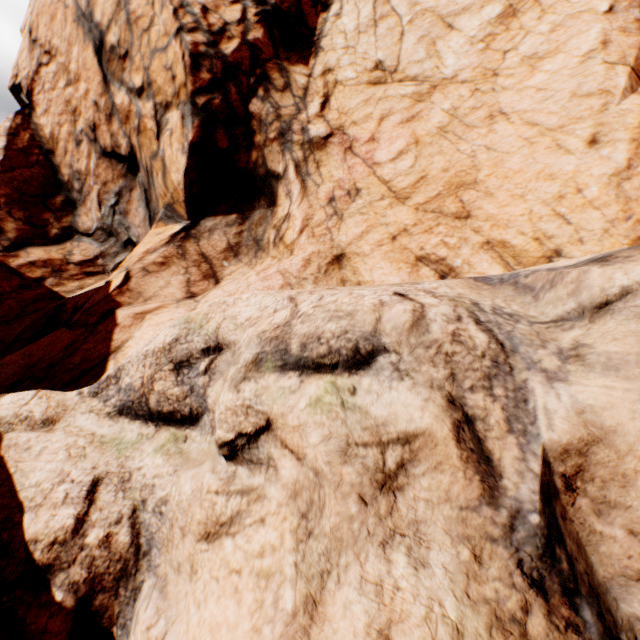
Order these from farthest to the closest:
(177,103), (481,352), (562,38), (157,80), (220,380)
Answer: (157,80)
(177,103)
(562,38)
(220,380)
(481,352)
